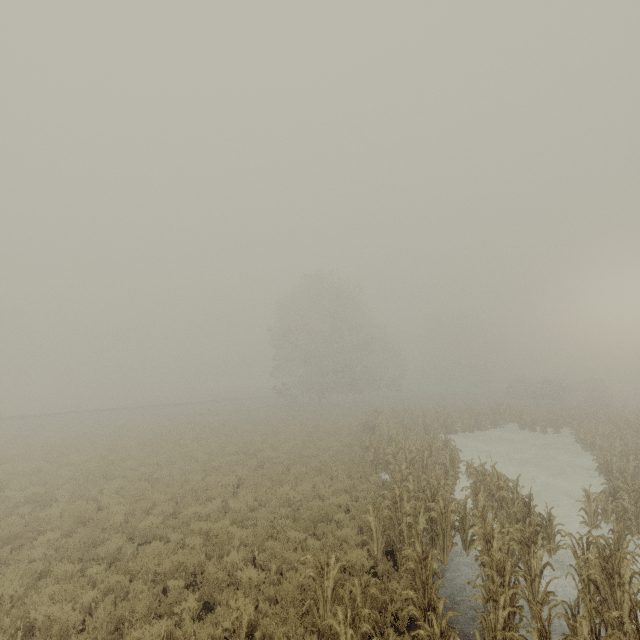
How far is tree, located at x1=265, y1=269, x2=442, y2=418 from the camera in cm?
3794

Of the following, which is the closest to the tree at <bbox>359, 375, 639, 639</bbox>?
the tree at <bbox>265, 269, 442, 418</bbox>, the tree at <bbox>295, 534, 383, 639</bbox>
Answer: the tree at <bbox>295, 534, 383, 639</bbox>

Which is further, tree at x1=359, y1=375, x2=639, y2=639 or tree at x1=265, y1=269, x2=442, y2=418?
tree at x1=265, y1=269, x2=442, y2=418

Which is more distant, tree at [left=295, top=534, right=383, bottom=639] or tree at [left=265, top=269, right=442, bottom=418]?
tree at [left=265, top=269, right=442, bottom=418]

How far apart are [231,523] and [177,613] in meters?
3.7 m

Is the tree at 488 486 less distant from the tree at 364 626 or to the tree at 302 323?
the tree at 364 626

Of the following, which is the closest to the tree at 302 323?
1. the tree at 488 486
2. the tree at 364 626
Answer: the tree at 488 486
